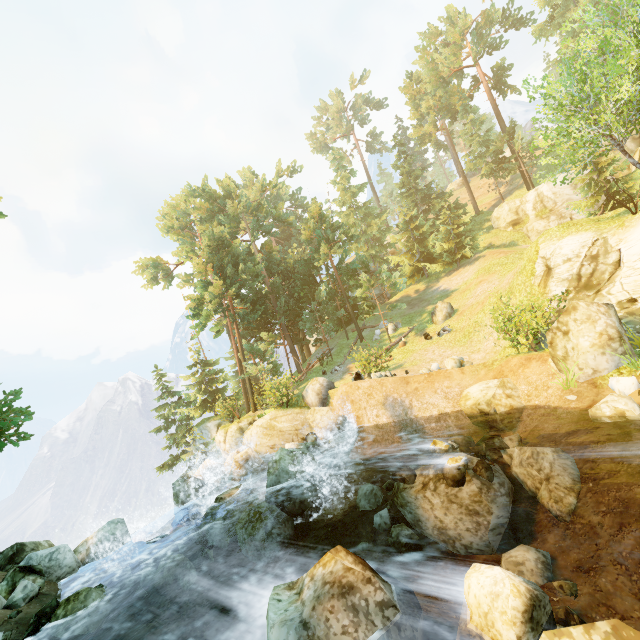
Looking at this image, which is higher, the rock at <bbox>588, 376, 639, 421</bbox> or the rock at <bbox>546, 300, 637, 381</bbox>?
the rock at <bbox>546, 300, 637, 381</bbox>

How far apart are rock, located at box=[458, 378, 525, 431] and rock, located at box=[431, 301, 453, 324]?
11.62m

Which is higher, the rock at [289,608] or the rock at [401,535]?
the rock at [289,608]

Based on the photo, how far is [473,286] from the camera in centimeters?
2620cm

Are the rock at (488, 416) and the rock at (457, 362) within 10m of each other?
yes

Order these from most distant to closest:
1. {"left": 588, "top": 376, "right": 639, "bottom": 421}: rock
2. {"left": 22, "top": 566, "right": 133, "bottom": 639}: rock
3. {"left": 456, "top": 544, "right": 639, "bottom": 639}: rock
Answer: {"left": 588, "top": 376, "right": 639, "bottom": 421}: rock, {"left": 22, "top": 566, "right": 133, "bottom": 639}: rock, {"left": 456, "top": 544, "right": 639, "bottom": 639}: rock

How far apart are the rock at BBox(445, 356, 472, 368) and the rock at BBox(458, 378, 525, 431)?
2.6 meters

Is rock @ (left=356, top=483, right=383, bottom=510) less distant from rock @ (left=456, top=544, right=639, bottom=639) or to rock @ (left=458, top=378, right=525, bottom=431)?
rock @ (left=458, top=378, right=525, bottom=431)
